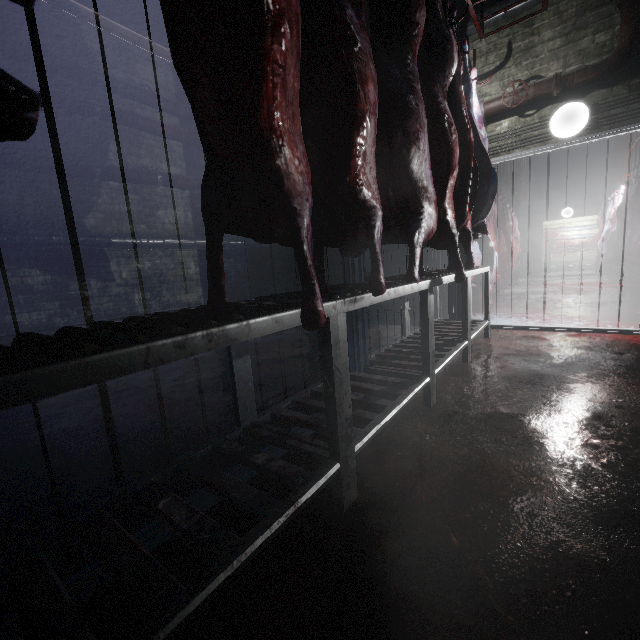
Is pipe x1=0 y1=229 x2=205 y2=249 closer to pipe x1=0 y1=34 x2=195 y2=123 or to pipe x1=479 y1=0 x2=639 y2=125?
pipe x1=479 y1=0 x2=639 y2=125

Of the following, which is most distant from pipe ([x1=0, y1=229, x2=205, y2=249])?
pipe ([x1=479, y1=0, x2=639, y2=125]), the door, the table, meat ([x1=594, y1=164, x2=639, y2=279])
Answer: meat ([x1=594, y1=164, x2=639, y2=279])

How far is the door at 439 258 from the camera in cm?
419

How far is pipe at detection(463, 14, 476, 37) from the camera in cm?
348

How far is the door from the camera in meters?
4.2 m

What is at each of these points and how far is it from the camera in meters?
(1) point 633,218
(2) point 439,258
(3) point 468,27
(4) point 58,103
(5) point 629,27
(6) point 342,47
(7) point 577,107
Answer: (1) meat, 5.9
(2) door, 4.2
(3) pipe, 3.5
(4) pipe, 3.7
(5) pipe, 2.8
(6) meat, 1.2
(7) light, 3.1

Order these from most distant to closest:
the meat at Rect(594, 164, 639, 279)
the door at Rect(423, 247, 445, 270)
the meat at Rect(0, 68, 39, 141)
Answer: the meat at Rect(594, 164, 639, 279) < the door at Rect(423, 247, 445, 270) < the meat at Rect(0, 68, 39, 141)

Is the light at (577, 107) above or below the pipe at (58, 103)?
below
